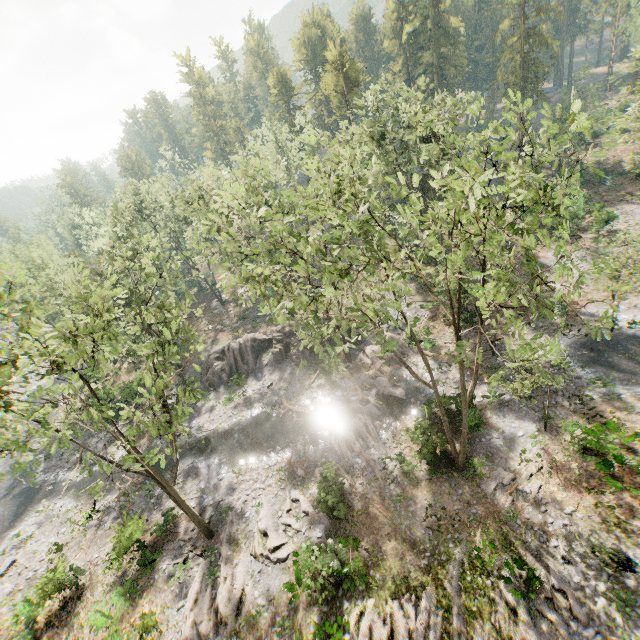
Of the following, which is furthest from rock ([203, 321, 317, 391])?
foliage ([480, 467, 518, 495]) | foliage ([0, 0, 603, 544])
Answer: foliage ([480, 467, 518, 495])

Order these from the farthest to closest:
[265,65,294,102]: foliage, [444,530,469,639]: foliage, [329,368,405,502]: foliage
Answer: [265,65,294,102]: foliage
[329,368,405,502]: foliage
[444,530,469,639]: foliage

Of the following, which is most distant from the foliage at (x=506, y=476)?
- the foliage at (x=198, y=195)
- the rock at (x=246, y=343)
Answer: the rock at (x=246, y=343)

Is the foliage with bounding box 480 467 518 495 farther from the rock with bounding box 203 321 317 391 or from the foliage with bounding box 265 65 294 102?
the rock with bounding box 203 321 317 391

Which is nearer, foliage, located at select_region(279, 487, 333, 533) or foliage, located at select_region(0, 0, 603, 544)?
foliage, located at select_region(0, 0, 603, 544)

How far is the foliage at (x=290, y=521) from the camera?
19.41m

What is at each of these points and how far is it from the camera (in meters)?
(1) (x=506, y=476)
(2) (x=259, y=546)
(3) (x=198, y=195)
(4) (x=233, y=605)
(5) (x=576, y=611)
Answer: (1) foliage, 18.61
(2) foliage, 19.39
(3) foliage, 30.22
(4) foliage, 17.23
(5) foliage, 13.45

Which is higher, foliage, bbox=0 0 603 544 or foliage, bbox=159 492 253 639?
foliage, bbox=0 0 603 544
